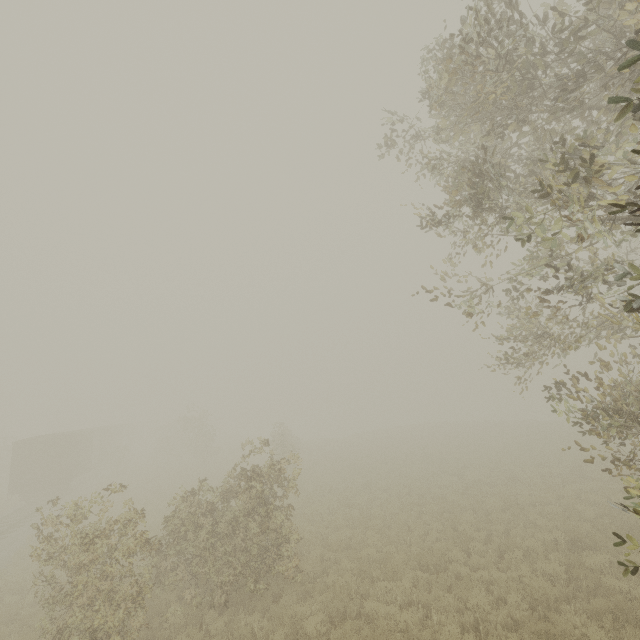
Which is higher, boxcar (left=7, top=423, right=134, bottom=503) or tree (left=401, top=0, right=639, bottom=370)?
tree (left=401, top=0, right=639, bottom=370)

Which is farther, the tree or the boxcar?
the boxcar

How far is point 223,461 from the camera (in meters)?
36.03

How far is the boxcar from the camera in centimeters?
2380cm

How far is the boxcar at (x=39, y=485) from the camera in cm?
2380

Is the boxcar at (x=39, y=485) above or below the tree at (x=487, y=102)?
below
